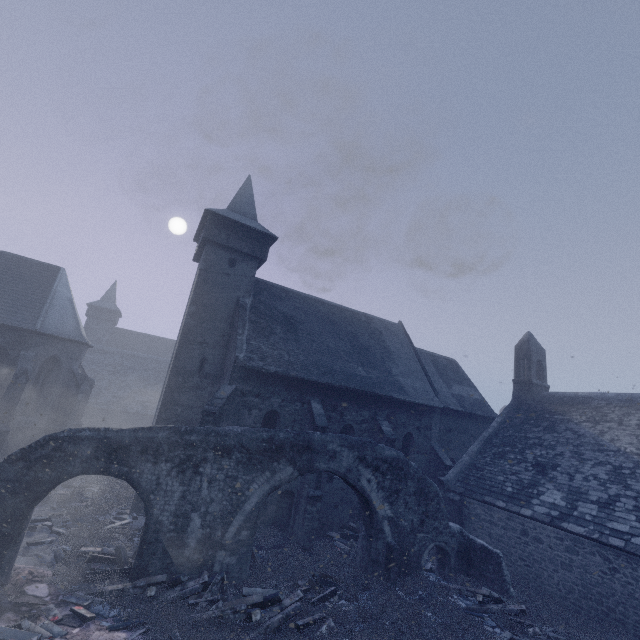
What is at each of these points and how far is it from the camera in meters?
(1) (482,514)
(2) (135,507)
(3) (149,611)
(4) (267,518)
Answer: (1) building, 15.5 m
(2) building, 14.1 m
(3) instancedfoliageactor, 8.0 m
(4) building, 14.4 m

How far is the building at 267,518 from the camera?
13.83m

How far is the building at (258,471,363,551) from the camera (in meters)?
13.83

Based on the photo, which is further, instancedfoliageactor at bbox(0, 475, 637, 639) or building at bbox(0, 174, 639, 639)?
building at bbox(0, 174, 639, 639)

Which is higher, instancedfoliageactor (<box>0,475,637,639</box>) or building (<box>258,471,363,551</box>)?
building (<box>258,471,363,551</box>)

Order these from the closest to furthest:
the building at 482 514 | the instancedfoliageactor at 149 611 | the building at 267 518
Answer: the instancedfoliageactor at 149 611, the building at 482 514, the building at 267 518

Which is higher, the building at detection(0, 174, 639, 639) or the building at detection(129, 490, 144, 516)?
the building at detection(0, 174, 639, 639)
